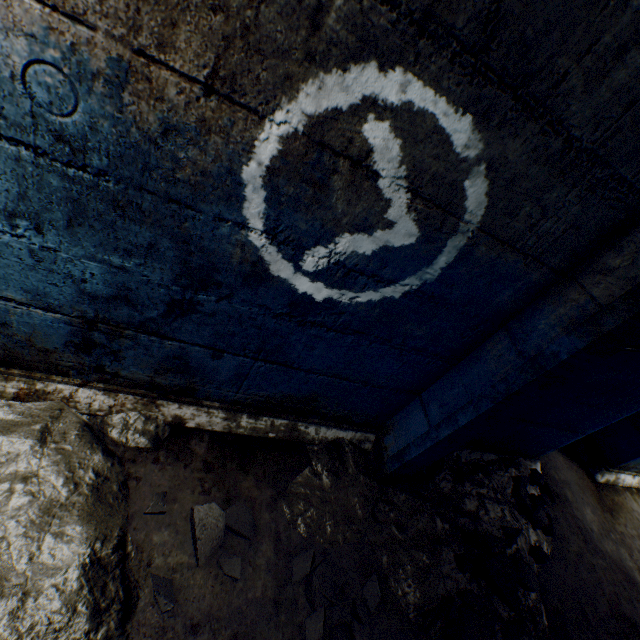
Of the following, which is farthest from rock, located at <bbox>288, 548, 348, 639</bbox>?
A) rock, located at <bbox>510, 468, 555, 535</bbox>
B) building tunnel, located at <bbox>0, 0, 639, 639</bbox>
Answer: rock, located at <bbox>510, 468, 555, 535</bbox>

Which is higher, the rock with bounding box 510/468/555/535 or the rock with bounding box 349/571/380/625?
the rock with bounding box 510/468/555/535

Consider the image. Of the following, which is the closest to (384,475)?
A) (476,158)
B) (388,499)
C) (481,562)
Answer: (388,499)

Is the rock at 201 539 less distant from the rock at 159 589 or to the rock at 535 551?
the rock at 159 589

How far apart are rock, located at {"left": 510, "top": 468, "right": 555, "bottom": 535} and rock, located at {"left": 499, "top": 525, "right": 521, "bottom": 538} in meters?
0.4

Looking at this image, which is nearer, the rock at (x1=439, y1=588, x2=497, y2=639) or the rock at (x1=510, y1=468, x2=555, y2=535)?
the rock at (x1=439, y1=588, x2=497, y2=639)

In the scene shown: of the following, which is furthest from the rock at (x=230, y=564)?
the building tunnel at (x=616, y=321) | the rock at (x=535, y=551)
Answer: the rock at (x=535, y=551)

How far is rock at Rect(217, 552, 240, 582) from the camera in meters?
1.4 m
